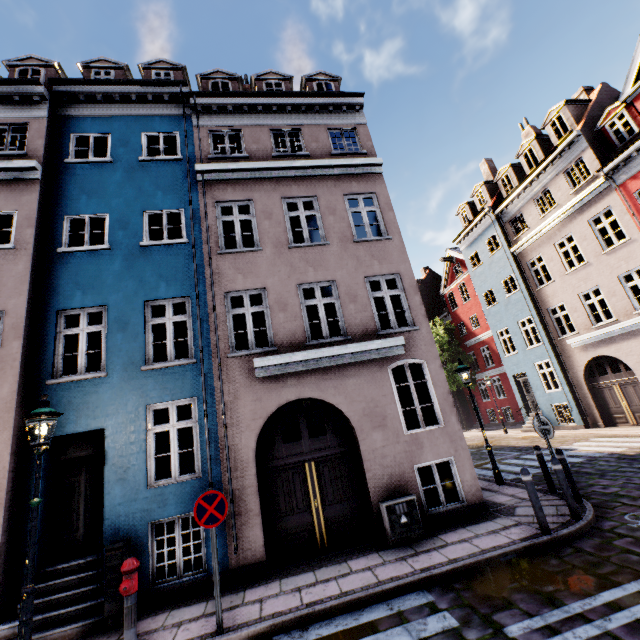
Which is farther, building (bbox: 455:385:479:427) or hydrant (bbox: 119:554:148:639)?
building (bbox: 455:385:479:427)

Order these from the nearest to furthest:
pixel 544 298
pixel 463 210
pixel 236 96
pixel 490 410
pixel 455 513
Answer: pixel 455 513
pixel 236 96
pixel 544 298
pixel 463 210
pixel 490 410

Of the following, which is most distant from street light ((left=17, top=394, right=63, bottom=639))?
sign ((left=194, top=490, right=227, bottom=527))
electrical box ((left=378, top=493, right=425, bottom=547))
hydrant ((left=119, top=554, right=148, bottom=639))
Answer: electrical box ((left=378, top=493, right=425, bottom=547))

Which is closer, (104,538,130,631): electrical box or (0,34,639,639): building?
(104,538,130,631): electrical box

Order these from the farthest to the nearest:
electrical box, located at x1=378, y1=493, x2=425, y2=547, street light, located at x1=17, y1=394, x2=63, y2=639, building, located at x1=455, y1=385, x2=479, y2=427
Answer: building, located at x1=455, y1=385, x2=479, y2=427, electrical box, located at x1=378, y1=493, x2=425, y2=547, street light, located at x1=17, y1=394, x2=63, y2=639

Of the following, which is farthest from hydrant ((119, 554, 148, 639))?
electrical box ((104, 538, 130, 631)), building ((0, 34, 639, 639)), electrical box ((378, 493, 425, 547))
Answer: electrical box ((378, 493, 425, 547))

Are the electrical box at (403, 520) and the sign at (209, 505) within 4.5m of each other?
yes

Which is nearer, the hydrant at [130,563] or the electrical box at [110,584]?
the hydrant at [130,563]
